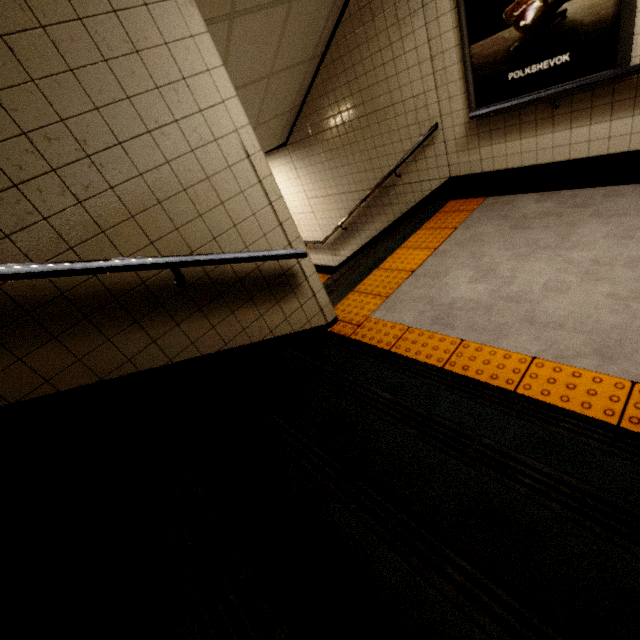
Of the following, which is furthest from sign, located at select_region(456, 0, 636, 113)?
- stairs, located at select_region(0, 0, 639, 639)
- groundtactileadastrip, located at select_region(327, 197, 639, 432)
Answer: stairs, located at select_region(0, 0, 639, 639)

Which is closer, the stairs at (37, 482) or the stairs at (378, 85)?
the stairs at (37, 482)

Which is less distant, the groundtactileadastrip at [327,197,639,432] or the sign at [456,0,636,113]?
the groundtactileadastrip at [327,197,639,432]

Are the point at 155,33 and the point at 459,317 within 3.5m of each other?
yes

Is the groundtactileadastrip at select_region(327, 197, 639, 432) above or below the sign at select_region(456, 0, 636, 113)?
below

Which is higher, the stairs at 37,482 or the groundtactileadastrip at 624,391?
the stairs at 37,482

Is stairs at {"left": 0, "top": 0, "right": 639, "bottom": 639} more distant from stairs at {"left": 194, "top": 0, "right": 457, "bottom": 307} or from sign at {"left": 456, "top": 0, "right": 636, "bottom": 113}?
sign at {"left": 456, "top": 0, "right": 636, "bottom": 113}

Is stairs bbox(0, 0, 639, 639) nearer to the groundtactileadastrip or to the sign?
the groundtactileadastrip
